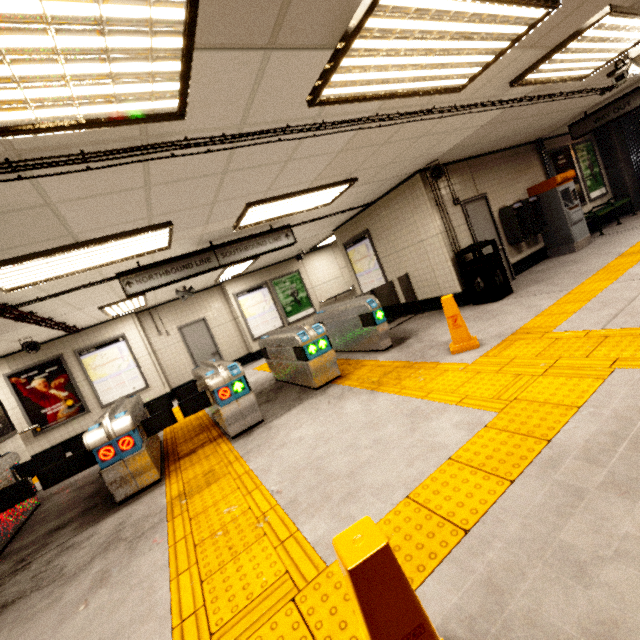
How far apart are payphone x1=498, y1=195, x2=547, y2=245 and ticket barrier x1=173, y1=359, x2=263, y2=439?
6.8 meters

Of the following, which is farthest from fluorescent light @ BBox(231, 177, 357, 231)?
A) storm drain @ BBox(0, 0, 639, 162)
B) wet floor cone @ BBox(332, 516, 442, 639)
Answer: wet floor cone @ BBox(332, 516, 442, 639)

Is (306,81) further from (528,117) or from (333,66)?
(528,117)

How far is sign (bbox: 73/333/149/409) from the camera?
9.0 meters

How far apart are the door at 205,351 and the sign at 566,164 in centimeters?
1121cm

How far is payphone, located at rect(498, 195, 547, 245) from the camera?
7.3m

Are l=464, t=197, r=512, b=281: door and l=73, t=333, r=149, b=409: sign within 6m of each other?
no

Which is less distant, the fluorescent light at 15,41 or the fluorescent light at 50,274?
the fluorescent light at 15,41
